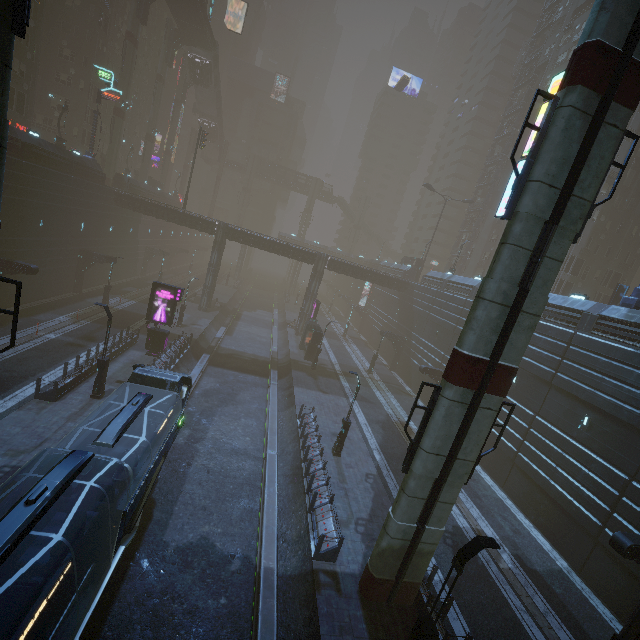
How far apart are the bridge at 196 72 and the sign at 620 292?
67.1 meters

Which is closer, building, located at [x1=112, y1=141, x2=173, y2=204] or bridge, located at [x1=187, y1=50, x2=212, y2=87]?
building, located at [x1=112, y1=141, x2=173, y2=204]

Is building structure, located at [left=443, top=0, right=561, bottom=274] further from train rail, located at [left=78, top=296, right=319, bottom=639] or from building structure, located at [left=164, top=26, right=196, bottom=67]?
building structure, located at [left=164, top=26, right=196, bottom=67]

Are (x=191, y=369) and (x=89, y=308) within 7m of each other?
no

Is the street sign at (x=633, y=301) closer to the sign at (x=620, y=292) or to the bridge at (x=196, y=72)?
the sign at (x=620, y=292)

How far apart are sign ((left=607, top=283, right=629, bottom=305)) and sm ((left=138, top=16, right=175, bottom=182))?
65.8 meters

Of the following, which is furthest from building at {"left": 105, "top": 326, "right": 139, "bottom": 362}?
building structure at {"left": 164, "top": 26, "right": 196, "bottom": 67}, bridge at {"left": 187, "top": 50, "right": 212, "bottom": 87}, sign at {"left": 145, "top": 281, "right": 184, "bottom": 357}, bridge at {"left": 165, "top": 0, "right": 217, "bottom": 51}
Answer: bridge at {"left": 187, "top": 50, "right": 212, "bottom": 87}

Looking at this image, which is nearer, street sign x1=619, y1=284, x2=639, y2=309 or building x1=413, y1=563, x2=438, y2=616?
building x1=413, y1=563, x2=438, y2=616
